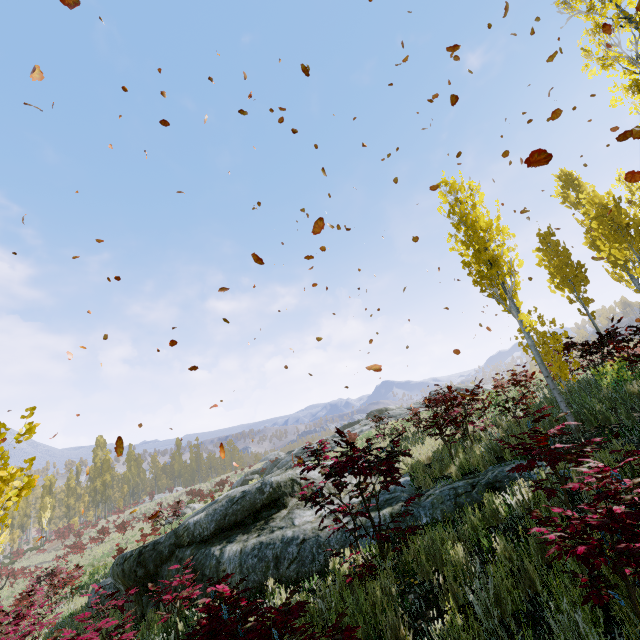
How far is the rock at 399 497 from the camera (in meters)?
5.04

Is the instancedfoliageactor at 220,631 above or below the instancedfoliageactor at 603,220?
below

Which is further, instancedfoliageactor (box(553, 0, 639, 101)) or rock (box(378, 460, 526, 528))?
instancedfoliageactor (box(553, 0, 639, 101))

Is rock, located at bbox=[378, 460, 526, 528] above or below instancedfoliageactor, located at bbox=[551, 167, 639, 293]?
below

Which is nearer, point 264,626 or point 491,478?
point 264,626

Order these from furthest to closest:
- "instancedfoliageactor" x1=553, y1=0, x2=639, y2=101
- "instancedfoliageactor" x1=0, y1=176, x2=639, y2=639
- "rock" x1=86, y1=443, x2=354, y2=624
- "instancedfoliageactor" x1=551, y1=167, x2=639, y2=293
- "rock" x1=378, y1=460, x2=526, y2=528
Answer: "instancedfoliageactor" x1=551, y1=167, x2=639, y2=293 → "instancedfoliageactor" x1=553, y1=0, x2=639, y2=101 → "rock" x1=86, y1=443, x2=354, y2=624 → "rock" x1=378, y1=460, x2=526, y2=528 → "instancedfoliageactor" x1=0, y1=176, x2=639, y2=639

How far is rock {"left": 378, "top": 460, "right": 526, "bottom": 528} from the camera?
5.0m
